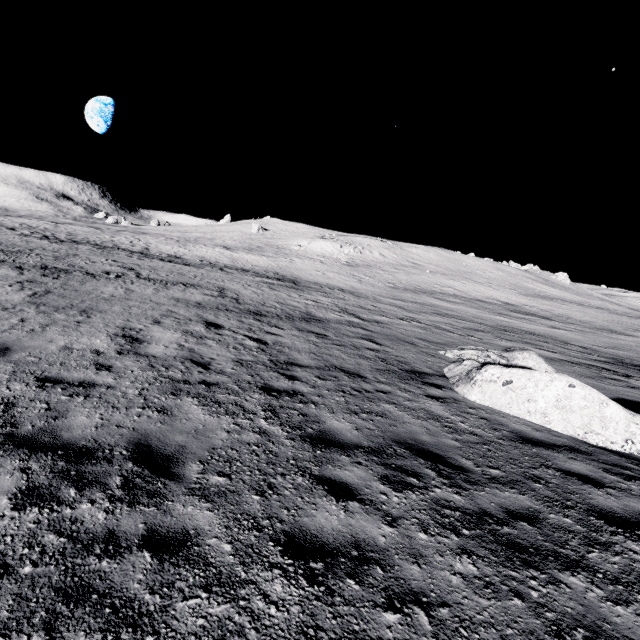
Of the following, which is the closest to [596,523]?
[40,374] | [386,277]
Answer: [40,374]
